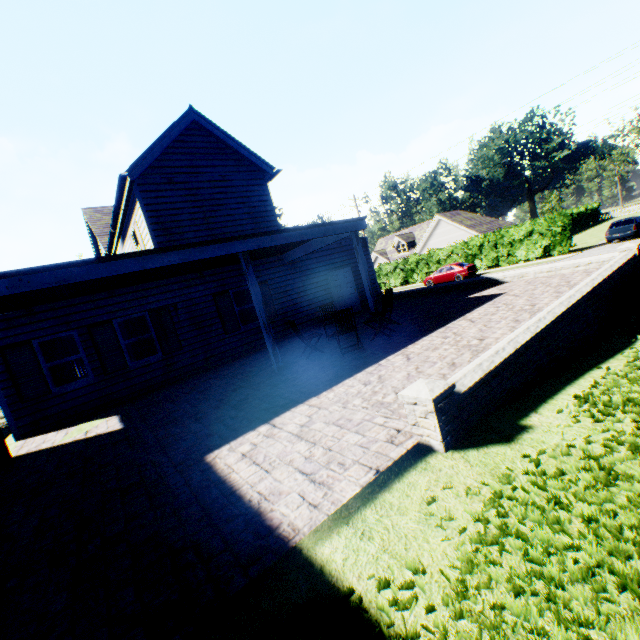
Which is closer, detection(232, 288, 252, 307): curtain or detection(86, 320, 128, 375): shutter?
detection(86, 320, 128, 375): shutter

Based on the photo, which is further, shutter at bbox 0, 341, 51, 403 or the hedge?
the hedge

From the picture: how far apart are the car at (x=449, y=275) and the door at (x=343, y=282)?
16.40m

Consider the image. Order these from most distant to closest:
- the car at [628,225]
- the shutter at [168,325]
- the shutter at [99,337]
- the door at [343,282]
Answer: the car at [628,225] → the door at [343,282] → the shutter at [168,325] → the shutter at [99,337]

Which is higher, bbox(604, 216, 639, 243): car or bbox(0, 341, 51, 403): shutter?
bbox(0, 341, 51, 403): shutter

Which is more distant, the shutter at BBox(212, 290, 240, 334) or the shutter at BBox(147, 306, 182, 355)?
the shutter at BBox(212, 290, 240, 334)

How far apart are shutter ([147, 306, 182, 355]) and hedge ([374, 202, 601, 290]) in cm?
2818

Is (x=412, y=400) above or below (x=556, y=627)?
above
